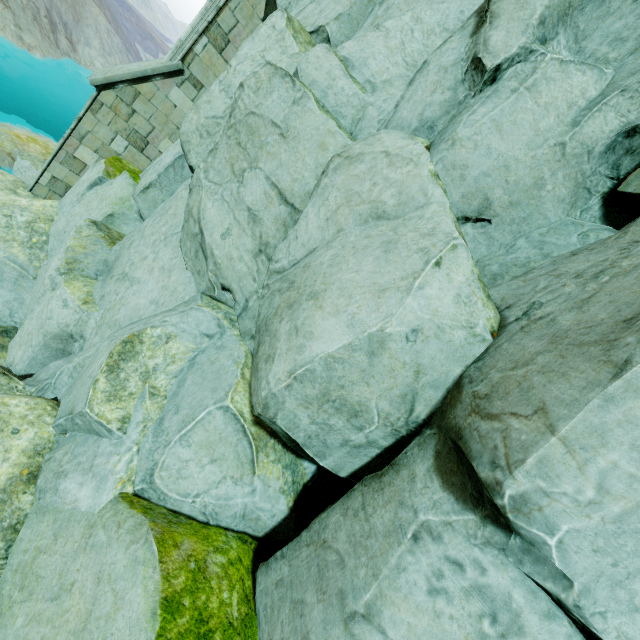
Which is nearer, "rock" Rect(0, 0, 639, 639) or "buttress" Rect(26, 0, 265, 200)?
"rock" Rect(0, 0, 639, 639)

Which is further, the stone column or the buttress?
the buttress

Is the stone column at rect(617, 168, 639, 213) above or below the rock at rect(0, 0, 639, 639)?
above

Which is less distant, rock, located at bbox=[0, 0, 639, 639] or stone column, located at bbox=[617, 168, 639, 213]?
rock, located at bbox=[0, 0, 639, 639]

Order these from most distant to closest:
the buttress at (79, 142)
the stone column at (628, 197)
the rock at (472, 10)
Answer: the buttress at (79, 142)
the stone column at (628, 197)
the rock at (472, 10)

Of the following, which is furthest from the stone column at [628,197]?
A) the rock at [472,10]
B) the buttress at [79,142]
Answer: the buttress at [79,142]

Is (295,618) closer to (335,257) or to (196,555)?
(196,555)

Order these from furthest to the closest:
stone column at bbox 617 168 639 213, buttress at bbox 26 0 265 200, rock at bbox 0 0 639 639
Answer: buttress at bbox 26 0 265 200, stone column at bbox 617 168 639 213, rock at bbox 0 0 639 639
